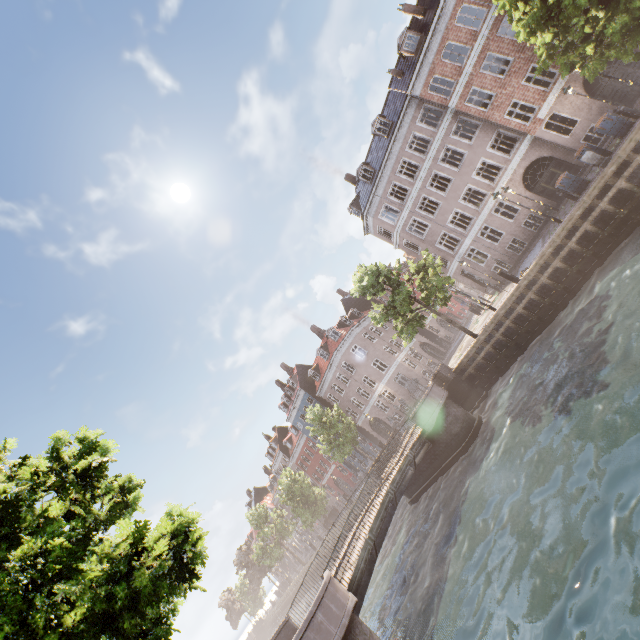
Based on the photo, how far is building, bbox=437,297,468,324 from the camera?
48.75m

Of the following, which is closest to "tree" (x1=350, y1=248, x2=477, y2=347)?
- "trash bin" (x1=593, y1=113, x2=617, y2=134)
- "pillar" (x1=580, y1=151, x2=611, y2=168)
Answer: "trash bin" (x1=593, y1=113, x2=617, y2=134)

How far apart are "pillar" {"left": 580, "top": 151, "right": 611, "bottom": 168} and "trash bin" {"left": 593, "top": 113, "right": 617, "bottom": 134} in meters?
1.5 m

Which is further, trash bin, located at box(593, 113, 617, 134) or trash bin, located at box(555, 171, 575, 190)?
trash bin, located at box(555, 171, 575, 190)

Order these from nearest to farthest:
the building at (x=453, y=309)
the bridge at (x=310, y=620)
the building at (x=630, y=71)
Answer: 1. the bridge at (x=310, y=620)
2. the building at (x=630, y=71)
3. the building at (x=453, y=309)

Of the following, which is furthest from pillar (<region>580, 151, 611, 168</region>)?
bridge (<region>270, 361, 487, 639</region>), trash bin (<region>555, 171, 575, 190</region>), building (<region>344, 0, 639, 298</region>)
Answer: bridge (<region>270, 361, 487, 639</region>)

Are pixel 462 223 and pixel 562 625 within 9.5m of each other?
no

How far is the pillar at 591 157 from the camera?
14.82m
